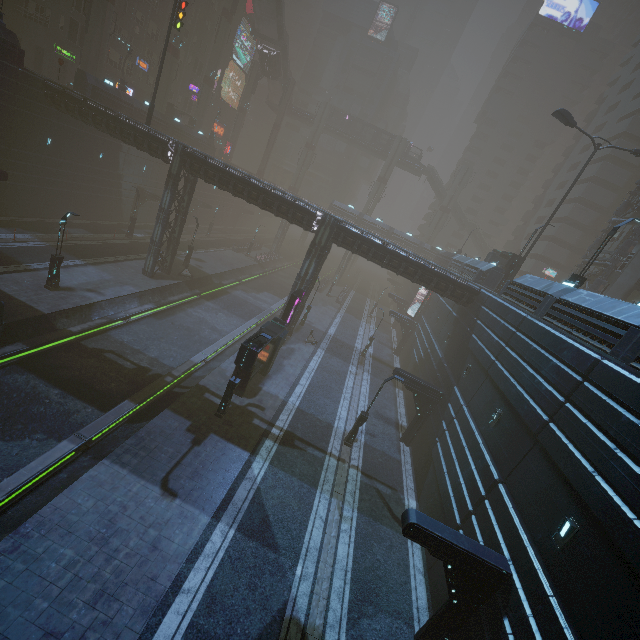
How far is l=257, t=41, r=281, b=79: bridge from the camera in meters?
54.3 m

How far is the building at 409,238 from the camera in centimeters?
2856cm

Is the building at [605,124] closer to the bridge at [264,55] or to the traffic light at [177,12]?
the traffic light at [177,12]

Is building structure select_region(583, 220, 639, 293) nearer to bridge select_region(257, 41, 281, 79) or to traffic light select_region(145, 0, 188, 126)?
traffic light select_region(145, 0, 188, 126)

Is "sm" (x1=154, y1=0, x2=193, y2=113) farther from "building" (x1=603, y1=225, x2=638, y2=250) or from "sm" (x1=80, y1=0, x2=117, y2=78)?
"sm" (x1=80, y1=0, x2=117, y2=78)

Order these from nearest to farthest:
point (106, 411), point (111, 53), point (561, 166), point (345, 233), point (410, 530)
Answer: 1. point (410, 530)
2. point (106, 411)
3. point (345, 233)
4. point (111, 53)
5. point (561, 166)

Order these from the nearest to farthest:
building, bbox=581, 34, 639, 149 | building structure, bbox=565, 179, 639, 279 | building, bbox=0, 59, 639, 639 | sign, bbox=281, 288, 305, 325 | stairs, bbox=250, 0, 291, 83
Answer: building, bbox=0, 59, 639, 639
sign, bbox=281, 288, 305, 325
building structure, bbox=565, 179, 639, 279
building, bbox=581, 34, 639, 149
stairs, bbox=250, 0, 291, 83

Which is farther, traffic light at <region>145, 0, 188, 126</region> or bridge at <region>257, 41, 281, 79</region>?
bridge at <region>257, 41, 281, 79</region>
